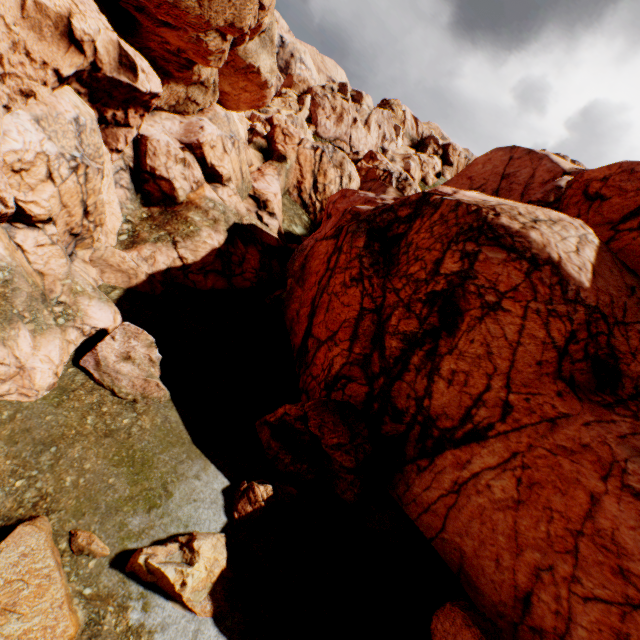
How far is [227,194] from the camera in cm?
2380

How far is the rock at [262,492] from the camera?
10.3m

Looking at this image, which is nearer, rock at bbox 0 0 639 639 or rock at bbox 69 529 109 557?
rock at bbox 69 529 109 557

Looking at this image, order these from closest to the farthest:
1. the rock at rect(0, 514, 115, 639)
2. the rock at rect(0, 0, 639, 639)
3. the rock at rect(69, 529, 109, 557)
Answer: the rock at rect(0, 514, 115, 639)
the rock at rect(69, 529, 109, 557)
the rock at rect(0, 0, 639, 639)

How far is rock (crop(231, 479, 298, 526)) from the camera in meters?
10.3

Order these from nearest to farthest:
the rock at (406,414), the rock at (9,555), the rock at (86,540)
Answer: the rock at (9,555)
the rock at (86,540)
the rock at (406,414)
